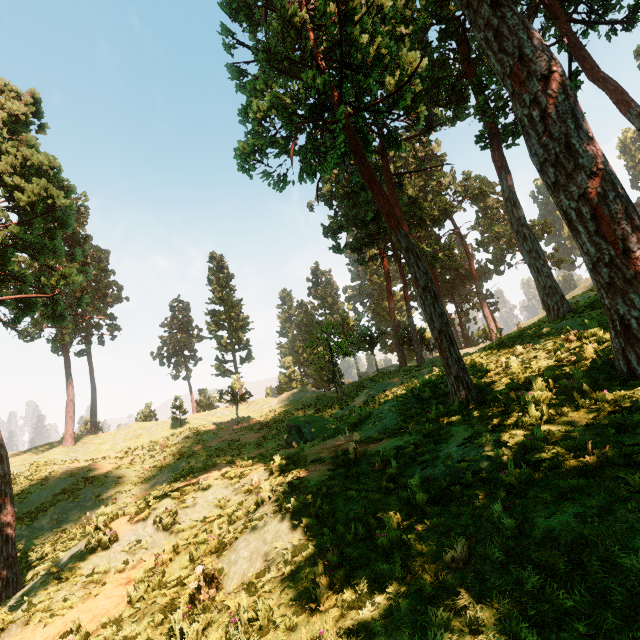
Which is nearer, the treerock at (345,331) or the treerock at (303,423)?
the treerock at (303,423)

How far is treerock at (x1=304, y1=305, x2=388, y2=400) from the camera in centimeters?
2958cm

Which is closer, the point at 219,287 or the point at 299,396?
the point at 299,396

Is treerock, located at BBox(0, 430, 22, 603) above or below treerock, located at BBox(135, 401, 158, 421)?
below

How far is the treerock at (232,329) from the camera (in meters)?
35.97

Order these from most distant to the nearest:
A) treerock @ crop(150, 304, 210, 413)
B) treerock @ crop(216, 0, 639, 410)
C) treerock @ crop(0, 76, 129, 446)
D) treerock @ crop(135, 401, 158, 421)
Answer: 1. treerock @ crop(150, 304, 210, 413)
2. treerock @ crop(135, 401, 158, 421)
3. treerock @ crop(0, 76, 129, 446)
4. treerock @ crop(216, 0, 639, 410)
